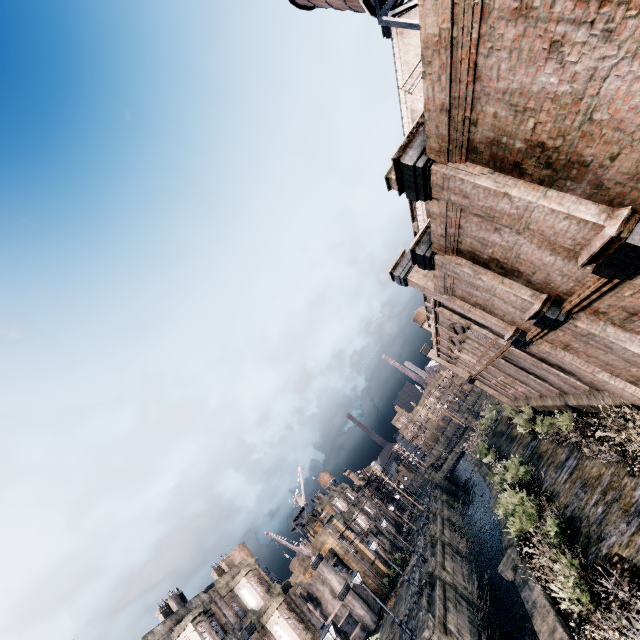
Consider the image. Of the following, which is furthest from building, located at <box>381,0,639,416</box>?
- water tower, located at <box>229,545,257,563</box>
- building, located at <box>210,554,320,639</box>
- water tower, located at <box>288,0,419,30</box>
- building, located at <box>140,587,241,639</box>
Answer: water tower, located at <box>229,545,257,563</box>

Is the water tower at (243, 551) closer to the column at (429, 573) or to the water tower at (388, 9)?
the column at (429, 573)

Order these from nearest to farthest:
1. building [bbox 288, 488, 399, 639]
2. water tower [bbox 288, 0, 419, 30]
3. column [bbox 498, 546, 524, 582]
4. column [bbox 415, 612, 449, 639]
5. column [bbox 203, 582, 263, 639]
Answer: column [bbox 498, 546, 524, 582]
water tower [bbox 288, 0, 419, 30]
column [bbox 415, 612, 449, 639]
column [bbox 203, 582, 263, 639]
building [bbox 288, 488, 399, 639]

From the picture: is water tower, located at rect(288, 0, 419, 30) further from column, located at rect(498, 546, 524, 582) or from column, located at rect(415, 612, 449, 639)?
column, located at rect(415, 612, 449, 639)

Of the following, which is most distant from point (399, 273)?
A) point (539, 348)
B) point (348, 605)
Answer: point (348, 605)

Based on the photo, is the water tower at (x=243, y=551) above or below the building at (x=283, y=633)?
above

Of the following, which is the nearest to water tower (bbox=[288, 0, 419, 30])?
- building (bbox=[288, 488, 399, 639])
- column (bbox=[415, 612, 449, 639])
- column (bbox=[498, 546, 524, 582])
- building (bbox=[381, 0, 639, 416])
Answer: building (bbox=[381, 0, 639, 416])

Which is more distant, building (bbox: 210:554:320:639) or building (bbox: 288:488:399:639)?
building (bbox: 288:488:399:639)
